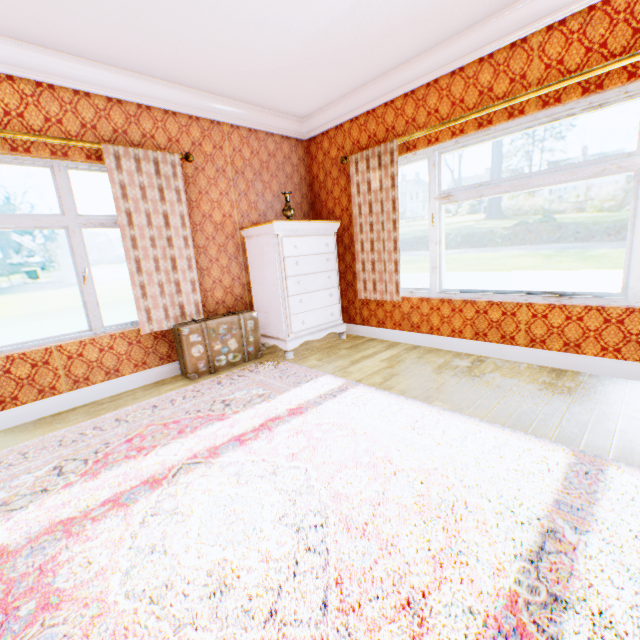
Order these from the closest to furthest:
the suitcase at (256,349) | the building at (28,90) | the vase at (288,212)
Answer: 1. the building at (28,90)
2. the suitcase at (256,349)
3. the vase at (288,212)

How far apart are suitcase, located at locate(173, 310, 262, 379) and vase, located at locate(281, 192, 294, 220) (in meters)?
1.28

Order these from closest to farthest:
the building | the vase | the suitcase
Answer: the building, the suitcase, the vase

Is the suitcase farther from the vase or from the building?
the vase

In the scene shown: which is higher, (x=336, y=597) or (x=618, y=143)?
(x=618, y=143)

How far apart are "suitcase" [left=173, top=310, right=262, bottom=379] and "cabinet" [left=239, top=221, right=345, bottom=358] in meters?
0.2

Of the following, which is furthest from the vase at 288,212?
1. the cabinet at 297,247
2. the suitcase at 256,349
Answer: the suitcase at 256,349

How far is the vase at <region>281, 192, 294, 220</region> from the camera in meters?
4.2
